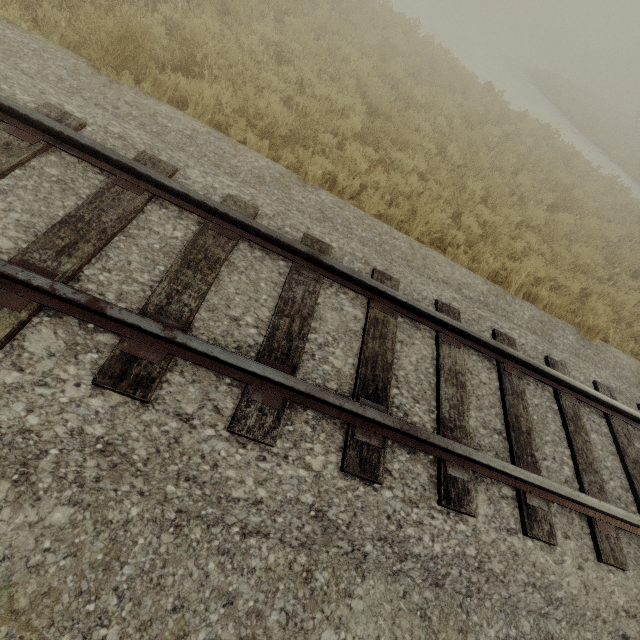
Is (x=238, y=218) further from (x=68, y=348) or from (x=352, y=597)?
(x=352, y=597)
